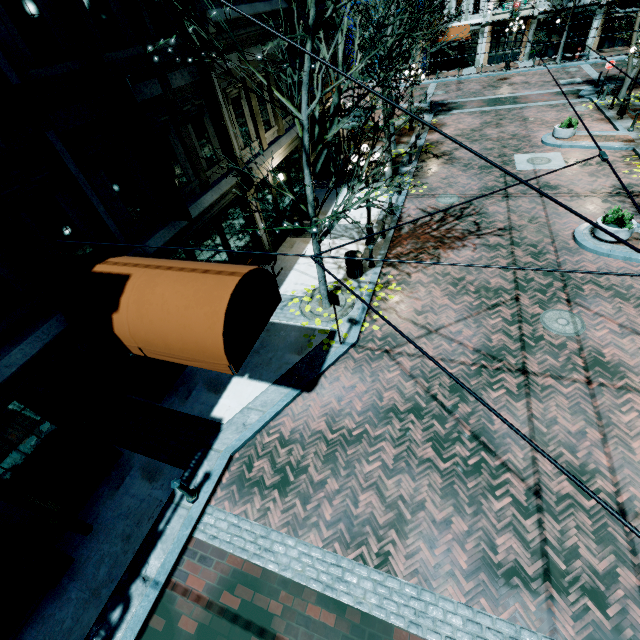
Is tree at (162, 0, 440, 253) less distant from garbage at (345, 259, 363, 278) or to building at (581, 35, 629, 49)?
garbage at (345, 259, 363, 278)

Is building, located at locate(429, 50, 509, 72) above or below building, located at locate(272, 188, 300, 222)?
below

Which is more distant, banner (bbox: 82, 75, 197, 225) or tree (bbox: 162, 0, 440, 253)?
banner (bbox: 82, 75, 197, 225)

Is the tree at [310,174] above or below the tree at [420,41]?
below

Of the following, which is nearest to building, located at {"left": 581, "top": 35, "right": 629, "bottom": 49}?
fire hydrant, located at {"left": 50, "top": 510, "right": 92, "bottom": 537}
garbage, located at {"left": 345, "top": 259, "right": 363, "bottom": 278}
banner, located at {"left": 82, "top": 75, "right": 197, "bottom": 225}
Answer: garbage, located at {"left": 345, "top": 259, "right": 363, "bottom": 278}

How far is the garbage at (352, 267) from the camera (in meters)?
10.94

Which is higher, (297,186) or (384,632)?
(297,186)

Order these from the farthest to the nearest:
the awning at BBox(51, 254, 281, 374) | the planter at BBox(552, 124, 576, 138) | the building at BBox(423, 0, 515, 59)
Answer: the building at BBox(423, 0, 515, 59) < the planter at BBox(552, 124, 576, 138) < the awning at BBox(51, 254, 281, 374)
